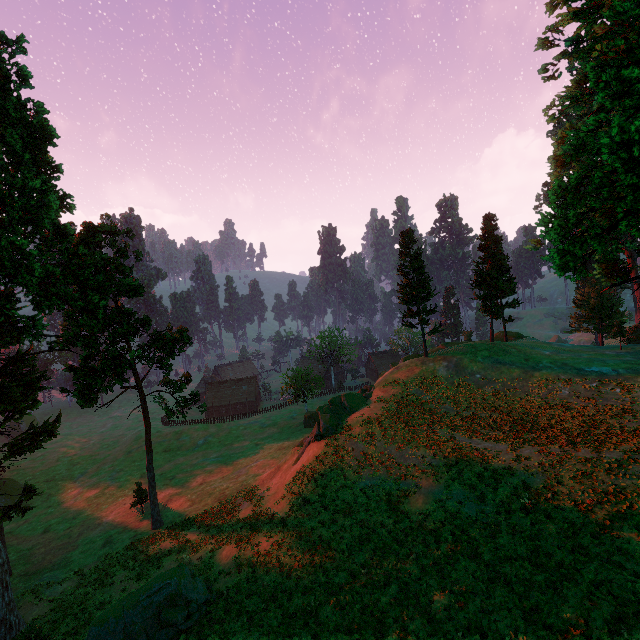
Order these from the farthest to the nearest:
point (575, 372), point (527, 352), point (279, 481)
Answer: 1. point (527, 352)
2. point (279, 481)
3. point (575, 372)

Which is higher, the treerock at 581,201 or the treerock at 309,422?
the treerock at 581,201

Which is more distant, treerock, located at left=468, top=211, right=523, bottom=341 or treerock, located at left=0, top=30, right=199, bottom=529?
treerock, located at left=468, top=211, right=523, bottom=341

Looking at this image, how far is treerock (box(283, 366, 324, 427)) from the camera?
53.6m

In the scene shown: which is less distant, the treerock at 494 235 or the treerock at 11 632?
the treerock at 11 632

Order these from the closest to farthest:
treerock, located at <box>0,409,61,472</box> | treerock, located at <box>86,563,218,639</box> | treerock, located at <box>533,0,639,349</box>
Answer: treerock, located at <box>533,0,639,349</box>, treerock, located at <box>86,563,218,639</box>, treerock, located at <box>0,409,61,472</box>
